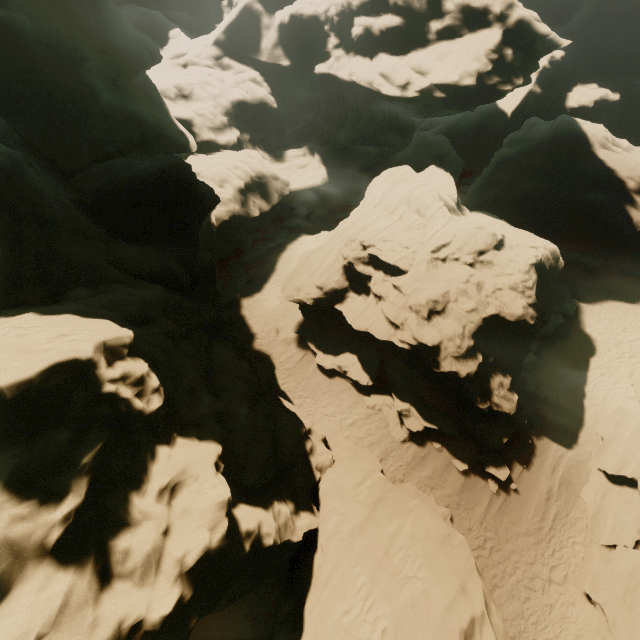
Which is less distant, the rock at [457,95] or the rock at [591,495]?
the rock at [457,95]

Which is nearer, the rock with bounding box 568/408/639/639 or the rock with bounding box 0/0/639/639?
the rock with bounding box 0/0/639/639

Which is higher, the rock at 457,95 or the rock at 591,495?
the rock at 457,95

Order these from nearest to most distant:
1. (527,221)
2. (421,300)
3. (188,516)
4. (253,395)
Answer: (188,516)
(253,395)
(421,300)
(527,221)

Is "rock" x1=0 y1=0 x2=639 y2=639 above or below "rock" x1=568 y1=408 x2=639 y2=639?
above
